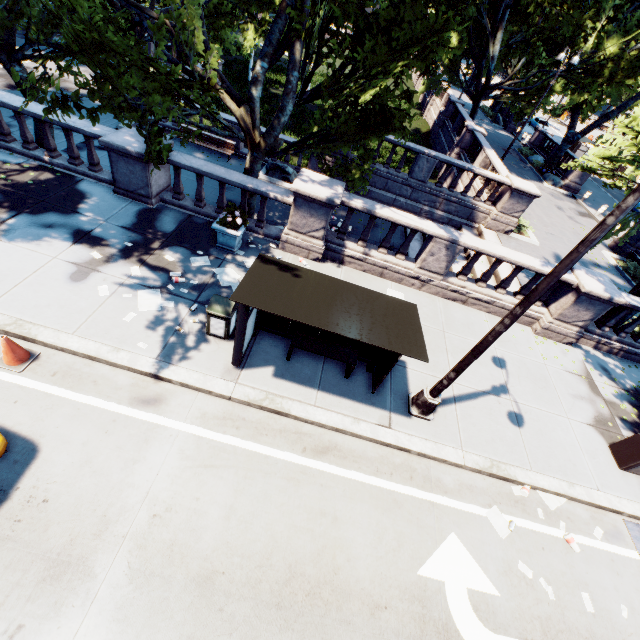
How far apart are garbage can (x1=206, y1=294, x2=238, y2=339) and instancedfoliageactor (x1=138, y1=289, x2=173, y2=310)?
1.02m

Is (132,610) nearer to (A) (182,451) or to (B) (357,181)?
(A) (182,451)

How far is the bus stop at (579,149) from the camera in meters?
33.6 m

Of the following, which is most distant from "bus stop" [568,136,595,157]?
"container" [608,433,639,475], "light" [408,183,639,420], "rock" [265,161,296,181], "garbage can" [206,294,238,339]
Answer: "garbage can" [206,294,238,339]

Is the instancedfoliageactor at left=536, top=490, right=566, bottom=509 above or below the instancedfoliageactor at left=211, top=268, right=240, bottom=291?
below

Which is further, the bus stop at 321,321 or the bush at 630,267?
the bush at 630,267

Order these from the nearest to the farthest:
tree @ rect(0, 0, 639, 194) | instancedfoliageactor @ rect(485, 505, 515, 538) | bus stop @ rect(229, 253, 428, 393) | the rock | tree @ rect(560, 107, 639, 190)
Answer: bus stop @ rect(229, 253, 428, 393), instancedfoliageactor @ rect(485, 505, 515, 538), tree @ rect(0, 0, 639, 194), tree @ rect(560, 107, 639, 190), the rock

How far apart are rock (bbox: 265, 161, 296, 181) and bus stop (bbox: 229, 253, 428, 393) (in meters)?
12.14
